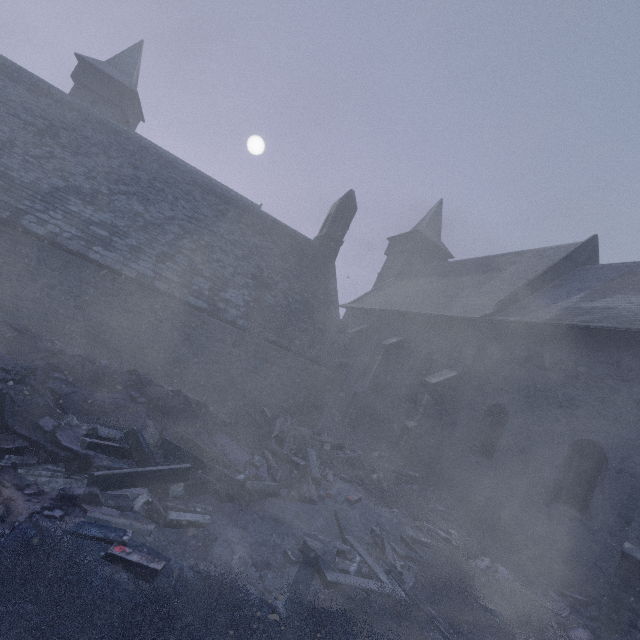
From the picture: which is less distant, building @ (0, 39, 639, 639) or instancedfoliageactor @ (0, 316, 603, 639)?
instancedfoliageactor @ (0, 316, 603, 639)

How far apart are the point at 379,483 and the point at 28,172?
15.5m

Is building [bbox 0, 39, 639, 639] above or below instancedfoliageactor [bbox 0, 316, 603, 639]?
above

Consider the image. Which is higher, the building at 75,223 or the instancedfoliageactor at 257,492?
the building at 75,223

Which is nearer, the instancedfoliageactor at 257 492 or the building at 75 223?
the instancedfoliageactor at 257 492
